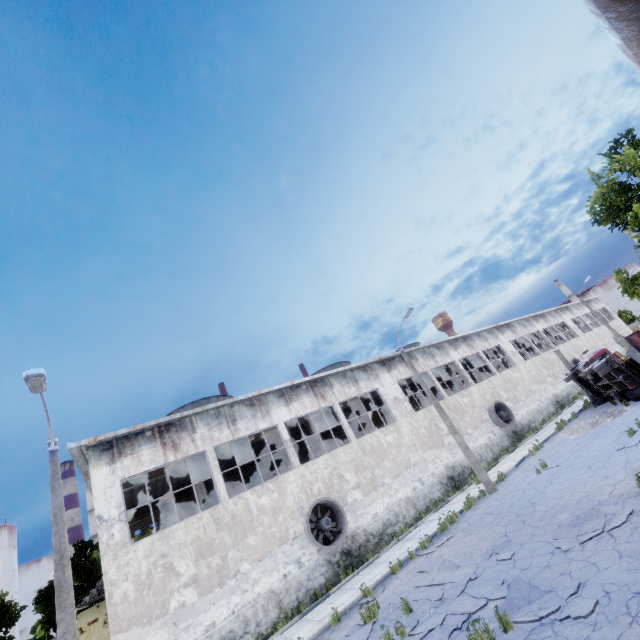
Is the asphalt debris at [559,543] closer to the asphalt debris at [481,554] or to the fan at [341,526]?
the asphalt debris at [481,554]

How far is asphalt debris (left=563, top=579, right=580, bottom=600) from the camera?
6.3m

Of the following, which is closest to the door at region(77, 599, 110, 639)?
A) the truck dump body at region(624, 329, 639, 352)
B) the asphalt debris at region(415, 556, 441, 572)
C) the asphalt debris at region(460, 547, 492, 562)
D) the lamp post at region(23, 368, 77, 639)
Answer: the lamp post at region(23, 368, 77, 639)

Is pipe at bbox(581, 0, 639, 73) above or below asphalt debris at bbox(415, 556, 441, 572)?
above

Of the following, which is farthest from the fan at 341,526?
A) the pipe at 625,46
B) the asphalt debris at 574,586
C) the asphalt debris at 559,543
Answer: the pipe at 625,46

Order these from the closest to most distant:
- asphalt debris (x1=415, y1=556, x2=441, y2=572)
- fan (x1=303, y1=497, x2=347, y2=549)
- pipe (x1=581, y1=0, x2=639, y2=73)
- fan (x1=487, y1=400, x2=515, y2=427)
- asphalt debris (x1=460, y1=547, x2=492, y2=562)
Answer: pipe (x1=581, y1=0, x2=639, y2=73)
asphalt debris (x1=460, y1=547, x2=492, y2=562)
asphalt debris (x1=415, y1=556, x2=441, y2=572)
fan (x1=303, y1=497, x2=347, y2=549)
fan (x1=487, y1=400, x2=515, y2=427)

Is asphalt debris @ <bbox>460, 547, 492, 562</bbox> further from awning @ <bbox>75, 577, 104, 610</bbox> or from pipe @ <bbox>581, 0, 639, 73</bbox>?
awning @ <bbox>75, 577, 104, 610</bbox>

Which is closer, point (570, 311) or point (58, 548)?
point (58, 548)
